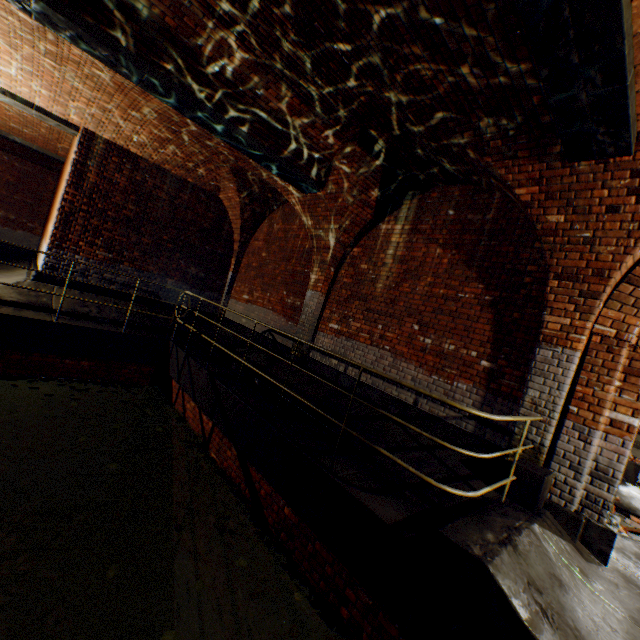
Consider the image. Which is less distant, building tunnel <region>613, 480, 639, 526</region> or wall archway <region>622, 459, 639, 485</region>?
building tunnel <region>613, 480, 639, 526</region>

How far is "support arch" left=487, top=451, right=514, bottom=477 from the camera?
4.2m

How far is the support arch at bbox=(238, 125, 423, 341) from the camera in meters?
5.7

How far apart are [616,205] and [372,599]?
4.98m

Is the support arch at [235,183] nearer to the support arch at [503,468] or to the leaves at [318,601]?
the support arch at [503,468]

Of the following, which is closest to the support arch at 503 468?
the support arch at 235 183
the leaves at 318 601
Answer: the leaves at 318 601

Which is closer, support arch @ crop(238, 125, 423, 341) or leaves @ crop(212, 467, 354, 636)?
leaves @ crop(212, 467, 354, 636)

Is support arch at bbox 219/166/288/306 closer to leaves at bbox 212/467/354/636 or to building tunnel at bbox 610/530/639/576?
building tunnel at bbox 610/530/639/576
